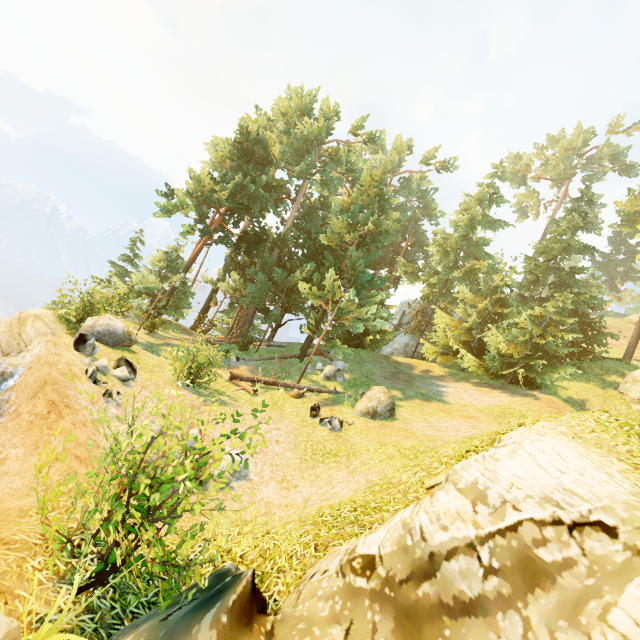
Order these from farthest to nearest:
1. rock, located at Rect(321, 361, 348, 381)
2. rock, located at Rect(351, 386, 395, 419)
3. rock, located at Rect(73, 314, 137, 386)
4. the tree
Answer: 1. the tree
2. rock, located at Rect(321, 361, 348, 381)
3. rock, located at Rect(351, 386, 395, 419)
4. rock, located at Rect(73, 314, 137, 386)

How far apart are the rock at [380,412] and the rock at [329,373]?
3.3m

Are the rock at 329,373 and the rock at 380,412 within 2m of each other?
no

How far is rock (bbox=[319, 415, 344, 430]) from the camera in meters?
12.7

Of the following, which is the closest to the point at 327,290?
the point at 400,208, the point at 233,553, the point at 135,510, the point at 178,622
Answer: the point at 233,553

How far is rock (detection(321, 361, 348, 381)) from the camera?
18.8 meters

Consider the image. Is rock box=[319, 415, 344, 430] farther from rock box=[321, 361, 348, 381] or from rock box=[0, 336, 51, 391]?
rock box=[0, 336, 51, 391]

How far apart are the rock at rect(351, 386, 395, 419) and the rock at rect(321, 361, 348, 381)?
3.3 meters
